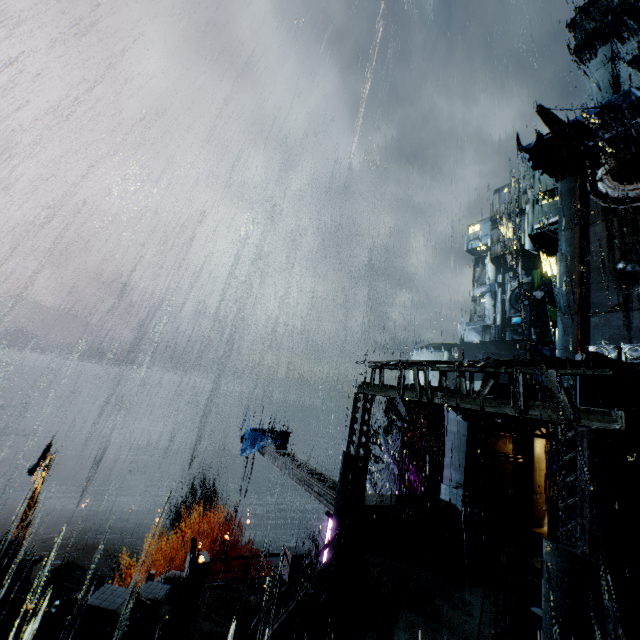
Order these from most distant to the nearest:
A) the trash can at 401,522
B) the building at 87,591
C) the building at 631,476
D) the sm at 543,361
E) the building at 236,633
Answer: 1. the building at 87,591
2. the trash can at 401,522
3. the building at 236,633
4. the sm at 543,361
5. the building at 631,476

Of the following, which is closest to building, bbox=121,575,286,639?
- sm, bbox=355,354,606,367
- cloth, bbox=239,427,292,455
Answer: sm, bbox=355,354,606,367

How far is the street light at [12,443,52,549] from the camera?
15.06m

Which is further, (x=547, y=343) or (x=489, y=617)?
(x=547, y=343)

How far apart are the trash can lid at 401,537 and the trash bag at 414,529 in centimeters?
1cm

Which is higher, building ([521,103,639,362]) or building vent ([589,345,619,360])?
building ([521,103,639,362])

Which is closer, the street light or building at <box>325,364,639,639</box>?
building at <box>325,364,639,639</box>

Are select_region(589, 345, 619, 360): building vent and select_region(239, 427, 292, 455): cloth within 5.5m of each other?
no
